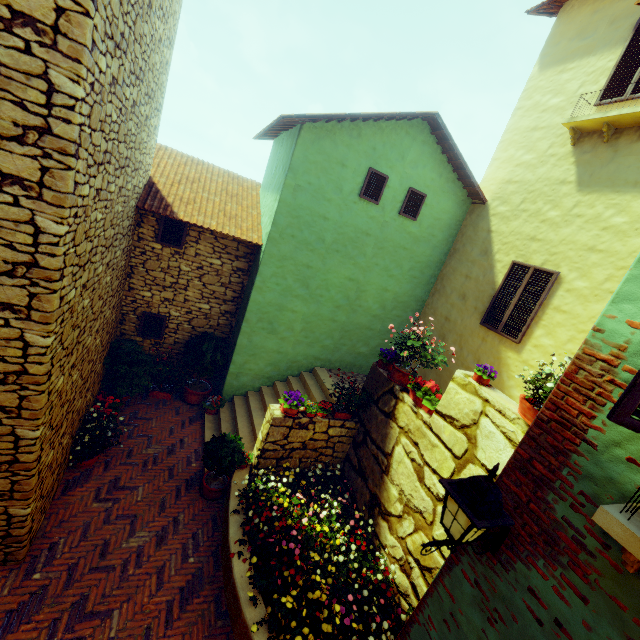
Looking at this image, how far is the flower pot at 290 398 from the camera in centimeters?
629cm

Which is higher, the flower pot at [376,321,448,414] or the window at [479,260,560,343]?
the window at [479,260,560,343]

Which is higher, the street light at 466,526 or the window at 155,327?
the street light at 466,526

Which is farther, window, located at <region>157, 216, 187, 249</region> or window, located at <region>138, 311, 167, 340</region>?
window, located at <region>138, 311, 167, 340</region>

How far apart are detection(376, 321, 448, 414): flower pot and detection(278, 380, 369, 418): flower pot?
1.4 meters

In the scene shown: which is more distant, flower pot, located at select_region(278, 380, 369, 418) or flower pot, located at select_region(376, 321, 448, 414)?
flower pot, located at select_region(278, 380, 369, 418)

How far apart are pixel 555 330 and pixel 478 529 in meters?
5.8 m

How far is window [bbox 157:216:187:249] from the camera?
7.5m
